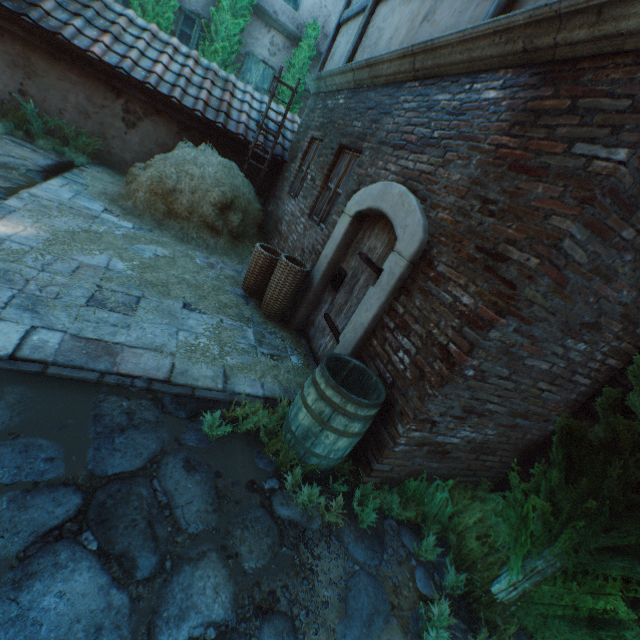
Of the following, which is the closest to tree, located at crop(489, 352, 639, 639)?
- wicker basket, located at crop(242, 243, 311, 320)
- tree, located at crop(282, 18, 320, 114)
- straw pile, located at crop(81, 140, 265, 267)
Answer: wicker basket, located at crop(242, 243, 311, 320)

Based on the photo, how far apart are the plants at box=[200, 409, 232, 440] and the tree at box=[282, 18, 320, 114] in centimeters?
1064cm

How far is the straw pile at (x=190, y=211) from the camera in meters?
5.8

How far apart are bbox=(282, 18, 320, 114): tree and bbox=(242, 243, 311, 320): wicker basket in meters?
8.2

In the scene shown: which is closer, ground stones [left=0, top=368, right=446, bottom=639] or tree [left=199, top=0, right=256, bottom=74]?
ground stones [left=0, top=368, right=446, bottom=639]

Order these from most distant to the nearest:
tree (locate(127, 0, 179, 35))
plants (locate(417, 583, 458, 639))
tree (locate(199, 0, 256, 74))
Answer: tree (locate(199, 0, 256, 74)) → tree (locate(127, 0, 179, 35)) → plants (locate(417, 583, 458, 639))

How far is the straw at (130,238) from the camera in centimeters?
362cm

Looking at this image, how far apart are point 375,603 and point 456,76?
4.75m
